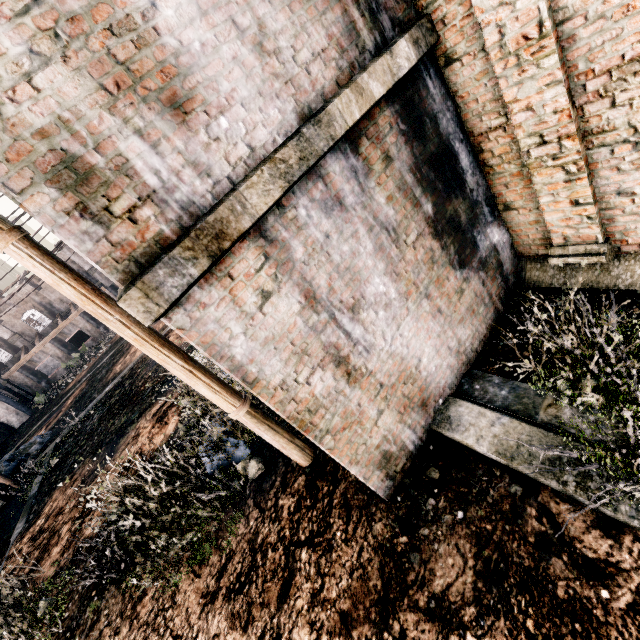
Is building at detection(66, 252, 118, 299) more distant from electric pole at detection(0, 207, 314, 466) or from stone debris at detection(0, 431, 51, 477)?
electric pole at detection(0, 207, 314, 466)

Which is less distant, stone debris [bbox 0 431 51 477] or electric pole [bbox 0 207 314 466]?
electric pole [bbox 0 207 314 466]

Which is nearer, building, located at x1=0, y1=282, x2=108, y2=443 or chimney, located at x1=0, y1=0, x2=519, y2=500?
chimney, located at x1=0, y1=0, x2=519, y2=500

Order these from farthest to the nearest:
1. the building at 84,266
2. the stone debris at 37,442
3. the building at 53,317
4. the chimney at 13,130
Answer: the building at 84,266
the building at 53,317
the stone debris at 37,442
the chimney at 13,130

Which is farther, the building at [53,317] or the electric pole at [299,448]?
the building at [53,317]

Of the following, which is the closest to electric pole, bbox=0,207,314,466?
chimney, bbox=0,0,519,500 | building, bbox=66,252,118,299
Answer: chimney, bbox=0,0,519,500

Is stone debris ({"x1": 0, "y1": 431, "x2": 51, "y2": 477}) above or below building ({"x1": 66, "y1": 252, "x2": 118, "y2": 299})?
below

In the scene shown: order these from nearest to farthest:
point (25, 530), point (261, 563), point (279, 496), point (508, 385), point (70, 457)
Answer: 1. point (508, 385)
2. point (261, 563)
3. point (279, 496)
4. point (25, 530)
5. point (70, 457)
